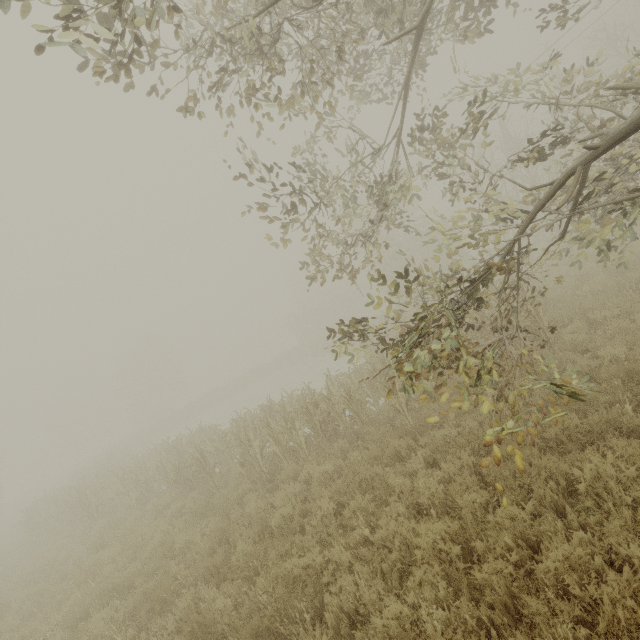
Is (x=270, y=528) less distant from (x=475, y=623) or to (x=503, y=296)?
(x=475, y=623)

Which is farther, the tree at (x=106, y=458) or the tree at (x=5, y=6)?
the tree at (x=106, y=458)

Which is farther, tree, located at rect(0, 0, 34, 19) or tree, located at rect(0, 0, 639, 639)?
tree, located at rect(0, 0, 639, 639)
